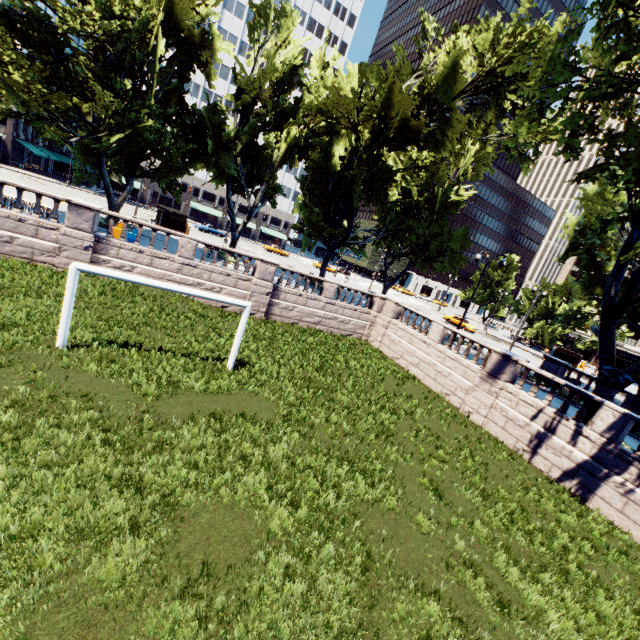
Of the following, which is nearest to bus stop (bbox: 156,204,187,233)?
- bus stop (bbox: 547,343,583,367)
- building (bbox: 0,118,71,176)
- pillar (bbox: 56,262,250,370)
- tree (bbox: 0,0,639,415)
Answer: tree (bbox: 0,0,639,415)

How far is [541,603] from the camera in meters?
7.2 m

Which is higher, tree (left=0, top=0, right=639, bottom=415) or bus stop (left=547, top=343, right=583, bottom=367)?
tree (left=0, top=0, right=639, bottom=415)

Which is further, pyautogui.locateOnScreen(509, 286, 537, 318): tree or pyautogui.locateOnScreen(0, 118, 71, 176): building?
pyautogui.locateOnScreen(509, 286, 537, 318): tree

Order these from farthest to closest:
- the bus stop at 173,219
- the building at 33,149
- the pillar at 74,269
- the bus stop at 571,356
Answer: the building at 33,149
the bus stop at 571,356
the bus stop at 173,219
the pillar at 74,269

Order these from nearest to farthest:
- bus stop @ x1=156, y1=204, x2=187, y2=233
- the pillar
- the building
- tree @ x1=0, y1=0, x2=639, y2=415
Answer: the pillar < tree @ x1=0, y1=0, x2=639, y2=415 < bus stop @ x1=156, y1=204, x2=187, y2=233 < the building

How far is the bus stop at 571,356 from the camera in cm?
4230

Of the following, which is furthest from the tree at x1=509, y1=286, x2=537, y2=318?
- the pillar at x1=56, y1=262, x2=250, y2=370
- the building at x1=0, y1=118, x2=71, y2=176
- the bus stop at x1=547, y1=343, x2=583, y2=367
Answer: the pillar at x1=56, y1=262, x2=250, y2=370
